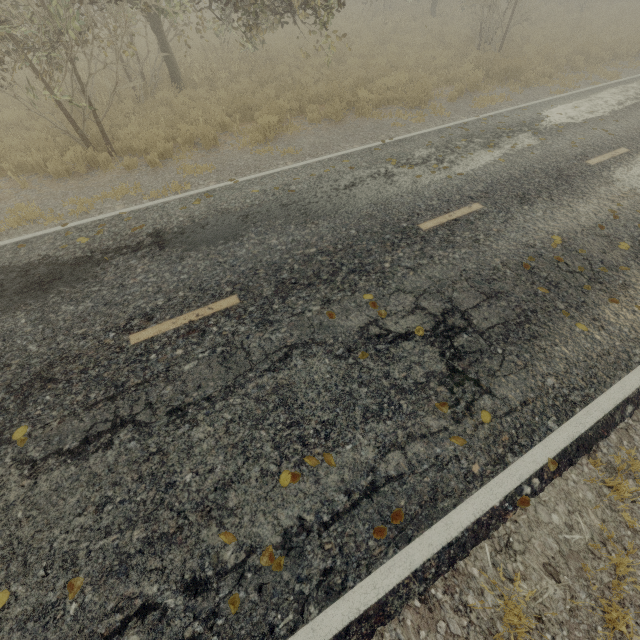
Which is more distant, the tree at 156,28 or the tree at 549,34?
the tree at 549,34

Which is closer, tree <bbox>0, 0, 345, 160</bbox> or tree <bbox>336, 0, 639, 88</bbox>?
tree <bbox>0, 0, 345, 160</bbox>

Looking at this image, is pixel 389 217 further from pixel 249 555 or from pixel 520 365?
pixel 249 555
